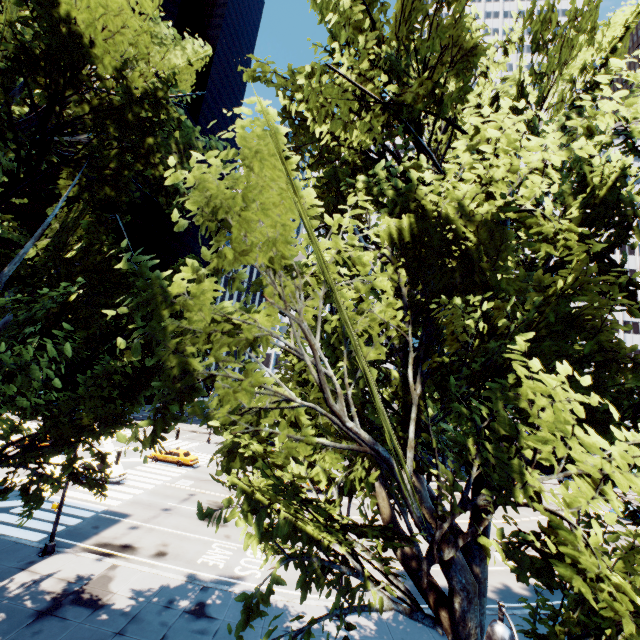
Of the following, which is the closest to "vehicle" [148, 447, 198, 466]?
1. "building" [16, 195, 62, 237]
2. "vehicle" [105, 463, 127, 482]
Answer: "vehicle" [105, 463, 127, 482]

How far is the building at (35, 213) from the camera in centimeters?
5906cm

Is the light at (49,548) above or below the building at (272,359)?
below

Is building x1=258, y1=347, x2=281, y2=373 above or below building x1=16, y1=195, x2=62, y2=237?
below

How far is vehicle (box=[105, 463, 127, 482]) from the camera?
26.9m

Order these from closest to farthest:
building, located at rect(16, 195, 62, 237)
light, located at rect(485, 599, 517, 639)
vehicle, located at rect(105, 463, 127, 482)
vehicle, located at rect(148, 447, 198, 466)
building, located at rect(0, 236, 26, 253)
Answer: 1. light, located at rect(485, 599, 517, 639)
2. vehicle, located at rect(105, 463, 127, 482)
3. vehicle, located at rect(148, 447, 198, 466)
4. building, located at rect(0, 236, 26, 253)
5. building, located at rect(16, 195, 62, 237)

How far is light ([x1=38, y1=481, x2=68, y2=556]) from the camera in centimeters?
1659cm

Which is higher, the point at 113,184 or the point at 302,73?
the point at 302,73
